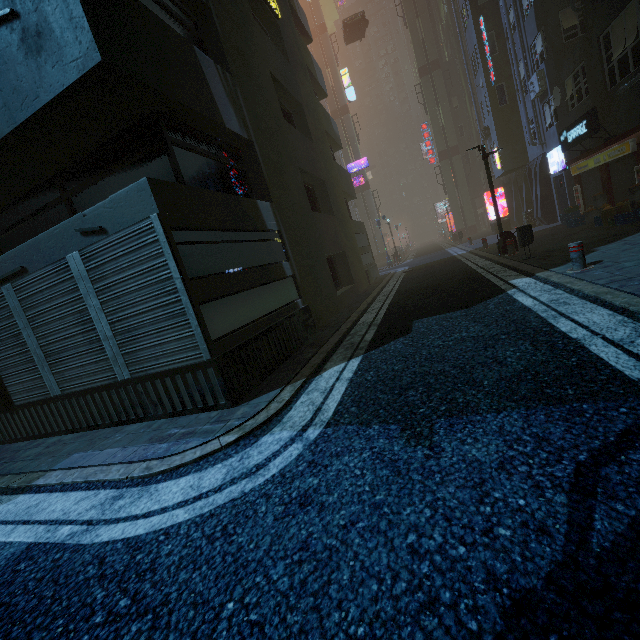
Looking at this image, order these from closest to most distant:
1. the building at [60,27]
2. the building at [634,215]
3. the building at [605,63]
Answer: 1. the building at [60,27]
2. the building at [634,215]
3. the building at [605,63]

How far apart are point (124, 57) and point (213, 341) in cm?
423

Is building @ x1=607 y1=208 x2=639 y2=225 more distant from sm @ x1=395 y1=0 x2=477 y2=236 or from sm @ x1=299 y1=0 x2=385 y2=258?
sm @ x1=395 y1=0 x2=477 y2=236

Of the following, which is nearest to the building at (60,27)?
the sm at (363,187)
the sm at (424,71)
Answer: the sm at (363,187)

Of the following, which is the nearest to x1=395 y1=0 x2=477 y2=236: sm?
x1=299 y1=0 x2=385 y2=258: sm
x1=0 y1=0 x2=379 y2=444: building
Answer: x1=299 y1=0 x2=385 y2=258: sm

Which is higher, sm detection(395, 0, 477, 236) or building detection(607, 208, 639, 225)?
sm detection(395, 0, 477, 236)

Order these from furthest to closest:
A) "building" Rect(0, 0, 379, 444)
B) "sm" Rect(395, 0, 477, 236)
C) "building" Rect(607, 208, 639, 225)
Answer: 1. "sm" Rect(395, 0, 477, 236)
2. "building" Rect(607, 208, 639, 225)
3. "building" Rect(0, 0, 379, 444)
